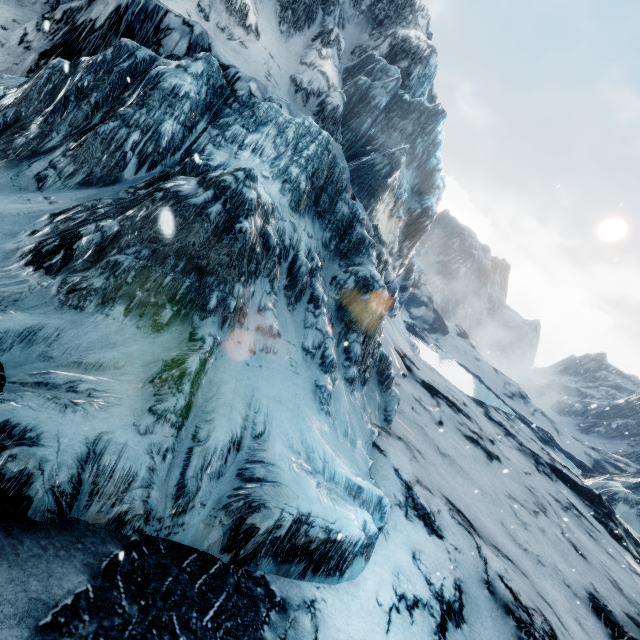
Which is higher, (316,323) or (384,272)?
(384,272)
